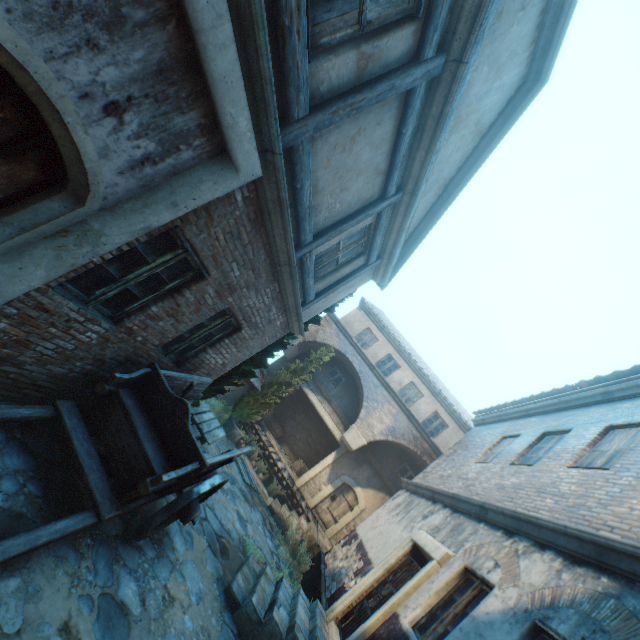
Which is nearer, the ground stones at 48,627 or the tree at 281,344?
the ground stones at 48,627

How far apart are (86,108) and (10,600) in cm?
388

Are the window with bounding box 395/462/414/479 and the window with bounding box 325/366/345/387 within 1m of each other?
no

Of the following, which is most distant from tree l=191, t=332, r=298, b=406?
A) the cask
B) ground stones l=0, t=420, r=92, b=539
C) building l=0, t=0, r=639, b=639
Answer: the cask

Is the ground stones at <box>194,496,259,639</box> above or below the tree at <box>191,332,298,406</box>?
below

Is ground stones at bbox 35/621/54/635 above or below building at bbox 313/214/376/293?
below

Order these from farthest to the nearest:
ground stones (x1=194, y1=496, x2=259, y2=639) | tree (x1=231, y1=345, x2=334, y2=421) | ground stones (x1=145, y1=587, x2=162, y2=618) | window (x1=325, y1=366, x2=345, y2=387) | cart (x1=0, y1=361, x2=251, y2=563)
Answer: window (x1=325, y1=366, x2=345, y2=387) → tree (x1=231, y1=345, x2=334, y2=421) → ground stones (x1=194, y1=496, x2=259, y2=639) → ground stones (x1=145, y1=587, x2=162, y2=618) → cart (x1=0, y1=361, x2=251, y2=563)

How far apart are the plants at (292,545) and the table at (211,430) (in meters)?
4.25
